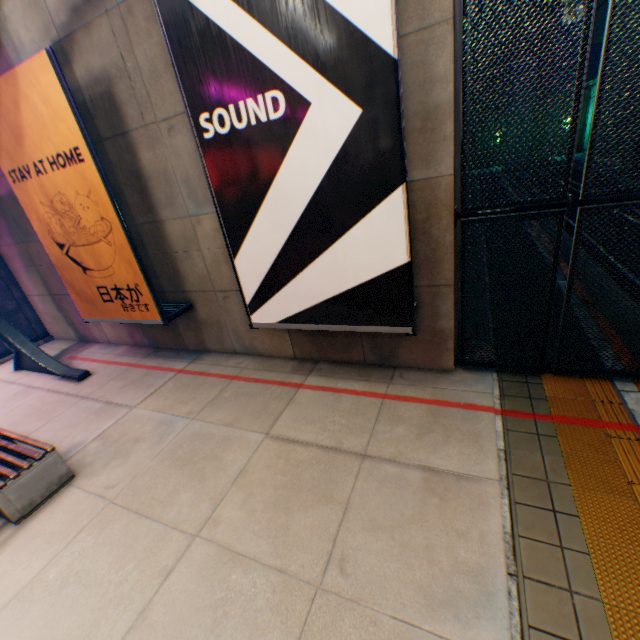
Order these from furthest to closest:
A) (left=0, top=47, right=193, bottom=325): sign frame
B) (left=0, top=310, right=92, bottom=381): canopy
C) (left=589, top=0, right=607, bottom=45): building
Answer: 1. (left=589, top=0, right=607, bottom=45): building
2. (left=0, top=310, right=92, bottom=381): canopy
3. (left=0, top=47, right=193, bottom=325): sign frame

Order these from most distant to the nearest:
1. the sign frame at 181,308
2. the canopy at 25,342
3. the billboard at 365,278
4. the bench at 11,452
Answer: the canopy at 25,342
the sign frame at 181,308
the bench at 11,452
the billboard at 365,278

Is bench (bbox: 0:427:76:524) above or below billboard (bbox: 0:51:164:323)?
below

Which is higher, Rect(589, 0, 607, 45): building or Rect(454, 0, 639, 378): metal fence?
Rect(589, 0, 607, 45): building

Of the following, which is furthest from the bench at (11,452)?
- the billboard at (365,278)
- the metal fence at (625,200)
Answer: the metal fence at (625,200)

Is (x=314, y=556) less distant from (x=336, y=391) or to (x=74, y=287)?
(x=336, y=391)

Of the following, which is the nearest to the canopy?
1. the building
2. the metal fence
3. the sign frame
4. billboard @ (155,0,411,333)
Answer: the metal fence

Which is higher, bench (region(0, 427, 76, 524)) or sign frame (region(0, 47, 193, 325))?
sign frame (region(0, 47, 193, 325))
